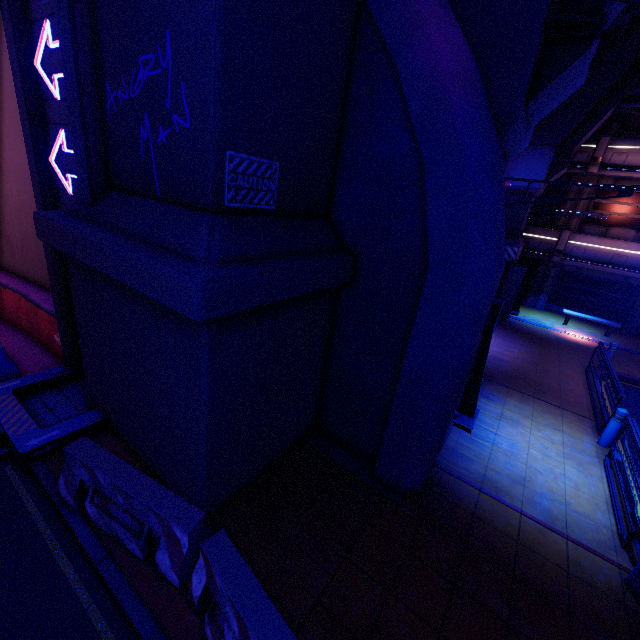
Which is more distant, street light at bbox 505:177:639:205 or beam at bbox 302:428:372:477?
beam at bbox 302:428:372:477

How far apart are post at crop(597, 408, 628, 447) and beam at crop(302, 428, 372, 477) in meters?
6.1

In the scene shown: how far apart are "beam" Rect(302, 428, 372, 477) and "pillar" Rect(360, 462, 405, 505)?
0.02m

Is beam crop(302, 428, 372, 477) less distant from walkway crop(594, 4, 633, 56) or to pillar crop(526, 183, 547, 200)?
walkway crop(594, 4, 633, 56)

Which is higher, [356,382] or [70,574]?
[356,382]

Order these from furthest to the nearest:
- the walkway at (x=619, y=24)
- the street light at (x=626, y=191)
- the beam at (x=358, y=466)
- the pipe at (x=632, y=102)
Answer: the pipe at (x=632, y=102) → the walkway at (x=619, y=24) → the beam at (x=358, y=466) → the street light at (x=626, y=191)

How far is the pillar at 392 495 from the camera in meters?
5.7 m

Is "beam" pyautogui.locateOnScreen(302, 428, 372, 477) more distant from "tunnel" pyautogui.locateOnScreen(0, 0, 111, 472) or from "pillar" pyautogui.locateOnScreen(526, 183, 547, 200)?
"pillar" pyautogui.locateOnScreen(526, 183, 547, 200)
